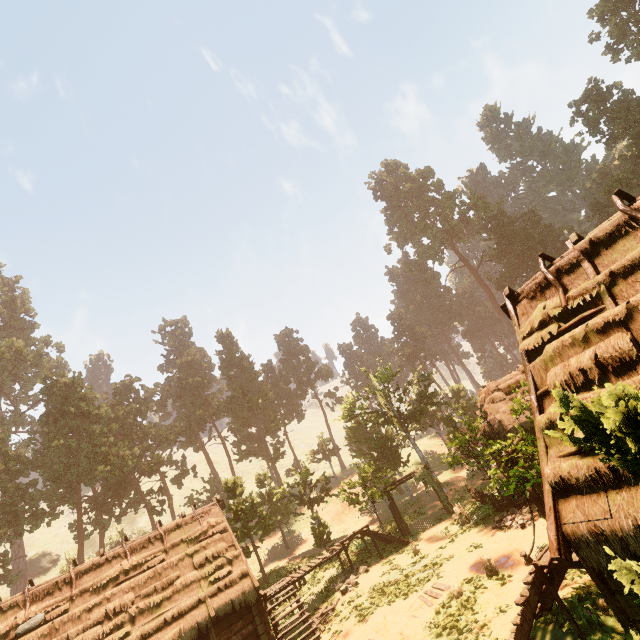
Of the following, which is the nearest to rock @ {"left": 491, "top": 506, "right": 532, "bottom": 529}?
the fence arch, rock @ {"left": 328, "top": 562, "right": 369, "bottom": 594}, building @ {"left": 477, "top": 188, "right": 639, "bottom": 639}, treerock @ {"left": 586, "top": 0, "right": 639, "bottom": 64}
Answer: treerock @ {"left": 586, "top": 0, "right": 639, "bottom": 64}

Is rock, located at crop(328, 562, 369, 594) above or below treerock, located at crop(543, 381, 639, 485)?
below

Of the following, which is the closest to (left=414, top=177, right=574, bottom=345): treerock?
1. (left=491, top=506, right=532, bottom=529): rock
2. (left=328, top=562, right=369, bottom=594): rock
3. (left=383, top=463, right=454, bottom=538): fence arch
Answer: (left=383, top=463, right=454, bottom=538): fence arch

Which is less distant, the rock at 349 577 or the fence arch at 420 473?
the rock at 349 577

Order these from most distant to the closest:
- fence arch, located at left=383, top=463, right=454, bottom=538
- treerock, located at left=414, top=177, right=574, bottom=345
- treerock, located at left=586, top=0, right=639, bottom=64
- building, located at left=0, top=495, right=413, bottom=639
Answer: treerock, located at left=414, top=177, right=574, bottom=345
treerock, located at left=586, top=0, right=639, bottom=64
fence arch, located at left=383, top=463, right=454, bottom=538
building, located at left=0, top=495, right=413, bottom=639

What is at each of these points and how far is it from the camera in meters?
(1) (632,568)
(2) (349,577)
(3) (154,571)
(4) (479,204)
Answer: (1) treerock, 2.9 m
(2) rock, 19.1 m
(3) building, 15.8 m
(4) treerock, 53.9 m

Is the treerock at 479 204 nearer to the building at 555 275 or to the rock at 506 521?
the building at 555 275
